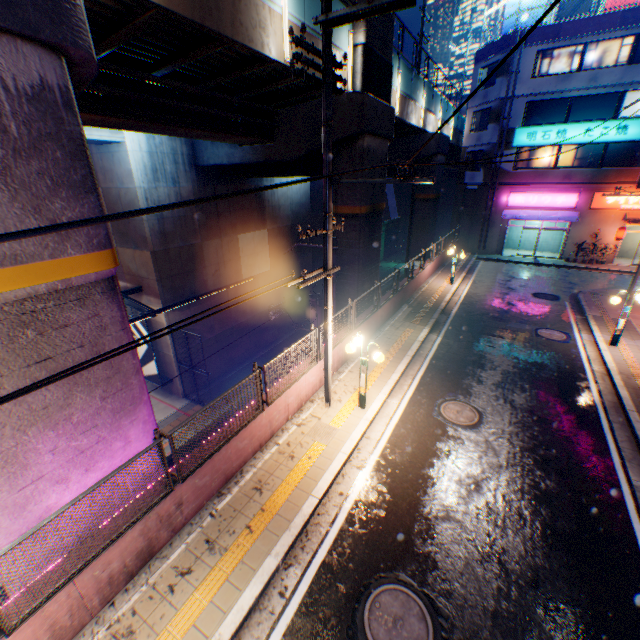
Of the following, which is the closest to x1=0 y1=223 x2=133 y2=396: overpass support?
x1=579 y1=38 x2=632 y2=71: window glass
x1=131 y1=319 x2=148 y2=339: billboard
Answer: x1=579 y1=38 x2=632 y2=71: window glass

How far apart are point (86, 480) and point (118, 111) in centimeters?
945cm

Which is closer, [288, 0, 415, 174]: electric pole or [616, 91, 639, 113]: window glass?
[288, 0, 415, 174]: electric pole

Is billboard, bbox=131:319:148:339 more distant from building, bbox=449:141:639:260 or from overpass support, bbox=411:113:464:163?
building, bbox=449:141:639:260

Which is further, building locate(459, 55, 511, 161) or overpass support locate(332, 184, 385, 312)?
building locate(459, 55, 511, 161)

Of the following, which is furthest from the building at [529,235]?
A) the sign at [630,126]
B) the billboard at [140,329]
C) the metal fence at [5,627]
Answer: Answer: the billboard at [140,329]

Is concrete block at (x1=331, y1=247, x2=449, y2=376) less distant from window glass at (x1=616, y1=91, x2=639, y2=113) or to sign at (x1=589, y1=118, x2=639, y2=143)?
sign at (x1=589, y1=118, x2=639, y2=143)

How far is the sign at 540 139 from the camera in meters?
22.6
